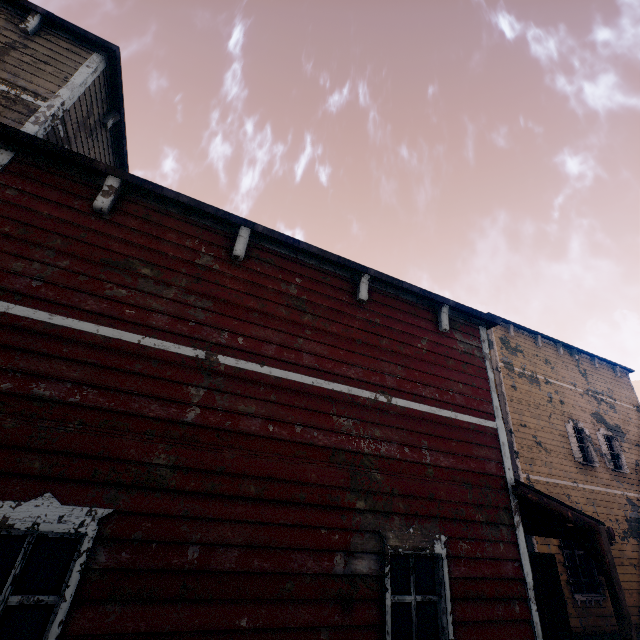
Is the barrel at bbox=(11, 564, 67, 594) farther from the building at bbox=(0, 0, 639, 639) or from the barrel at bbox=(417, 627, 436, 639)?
the barrel at bbox=(417, 627, 436, 639)

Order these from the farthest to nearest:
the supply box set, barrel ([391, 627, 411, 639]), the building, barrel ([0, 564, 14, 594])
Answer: the supply box set, barrel ([0, 564, 14, 594]), barrel ([391, 627, 411, 639]), the building

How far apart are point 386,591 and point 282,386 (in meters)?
2.60

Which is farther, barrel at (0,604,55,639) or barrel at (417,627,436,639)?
barrel at (0,604,55,639)

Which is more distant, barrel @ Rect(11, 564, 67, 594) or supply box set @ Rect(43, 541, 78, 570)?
supply box set @ Rect(43, 541, 78, 570)

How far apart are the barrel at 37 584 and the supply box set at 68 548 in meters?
0.4 m

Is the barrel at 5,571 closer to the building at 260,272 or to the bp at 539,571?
the building at 260,272

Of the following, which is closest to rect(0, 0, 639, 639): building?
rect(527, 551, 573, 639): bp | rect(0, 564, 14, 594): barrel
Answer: rect(527, 551, 573, 639): bp
